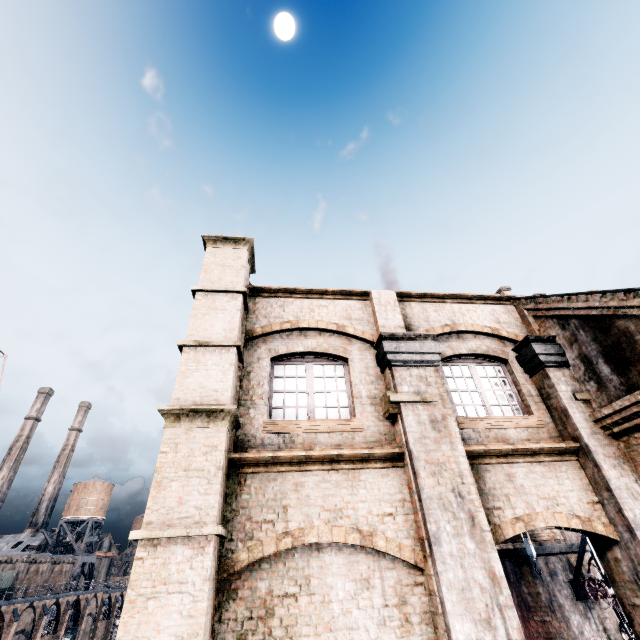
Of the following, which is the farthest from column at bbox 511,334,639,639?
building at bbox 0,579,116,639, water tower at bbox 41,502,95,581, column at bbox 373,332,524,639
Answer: water tower at bbox 41,502,95,581

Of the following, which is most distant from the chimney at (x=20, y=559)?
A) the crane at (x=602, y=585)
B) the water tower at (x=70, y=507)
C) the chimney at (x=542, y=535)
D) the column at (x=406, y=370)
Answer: the column at (x=406, y=370)

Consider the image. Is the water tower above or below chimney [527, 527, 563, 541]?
above

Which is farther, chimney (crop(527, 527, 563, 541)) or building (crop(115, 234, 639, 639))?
chimney (crop(527, 527, 563, 541))

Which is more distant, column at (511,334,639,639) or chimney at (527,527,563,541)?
chimney at (527,527,563,541)

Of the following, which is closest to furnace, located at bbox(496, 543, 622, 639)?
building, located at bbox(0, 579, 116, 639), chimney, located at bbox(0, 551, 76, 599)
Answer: building, located at bbox(0, 579, 116, 639)

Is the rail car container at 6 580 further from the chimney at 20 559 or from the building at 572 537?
the building at 572 537

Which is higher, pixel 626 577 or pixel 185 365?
pixel 185 365
